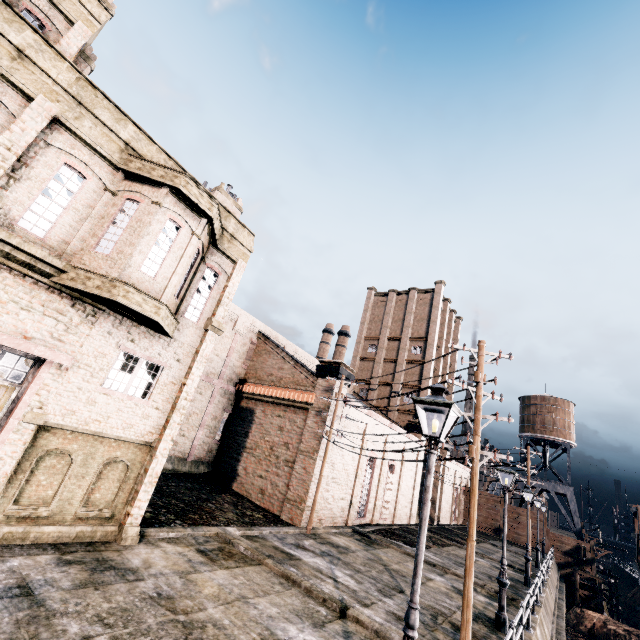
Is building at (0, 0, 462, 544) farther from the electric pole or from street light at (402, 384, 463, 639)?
street light at (402, 384, 463, 639)

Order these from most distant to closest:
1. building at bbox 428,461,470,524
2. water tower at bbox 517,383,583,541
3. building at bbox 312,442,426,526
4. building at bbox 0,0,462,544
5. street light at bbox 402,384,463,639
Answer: water tower at bbox 517,383,583,541
building at bbox 428,461,470,524
building at bbox 312,442,426,526
building at bbox 0,0,462,544
street light at bbox 402,384,463,639

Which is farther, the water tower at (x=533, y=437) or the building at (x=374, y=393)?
the water tower at (x=533, y=437)

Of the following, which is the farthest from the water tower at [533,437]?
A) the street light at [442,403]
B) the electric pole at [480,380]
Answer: the street light at [442,403]

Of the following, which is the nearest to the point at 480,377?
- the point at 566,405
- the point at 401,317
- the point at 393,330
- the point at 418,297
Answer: the point at 393,330

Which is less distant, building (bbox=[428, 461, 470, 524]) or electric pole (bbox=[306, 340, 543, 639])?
electric pole (bbox=[306, 340, 543, 639])

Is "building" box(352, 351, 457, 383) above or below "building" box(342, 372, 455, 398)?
above

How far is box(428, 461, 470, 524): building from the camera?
38.7 meters
